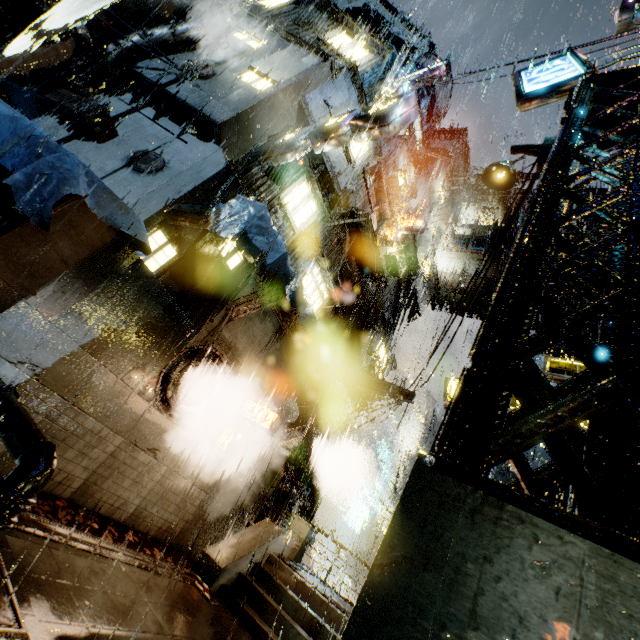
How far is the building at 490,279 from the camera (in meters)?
21.38

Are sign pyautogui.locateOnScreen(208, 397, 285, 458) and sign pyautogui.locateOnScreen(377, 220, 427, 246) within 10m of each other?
no

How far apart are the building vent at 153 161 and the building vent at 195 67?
3.7 meters

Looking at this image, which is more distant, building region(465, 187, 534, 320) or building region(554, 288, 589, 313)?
building region(465, 187, 534, 320)

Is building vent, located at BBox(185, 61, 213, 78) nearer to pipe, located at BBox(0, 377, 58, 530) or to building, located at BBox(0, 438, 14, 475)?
building, located at BBox(0, 438, 14, 475)

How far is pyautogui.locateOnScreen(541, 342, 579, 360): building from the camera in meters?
30.8

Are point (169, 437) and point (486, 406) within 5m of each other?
no

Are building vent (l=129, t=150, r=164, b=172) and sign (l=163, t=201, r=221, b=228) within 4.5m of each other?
yes
